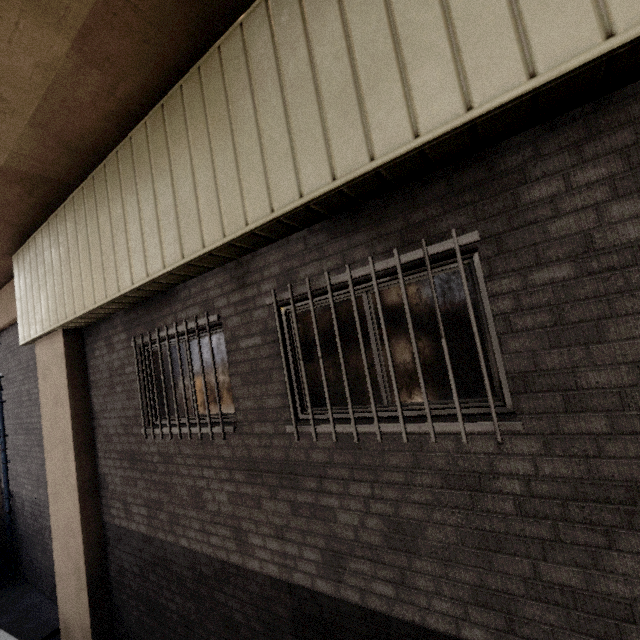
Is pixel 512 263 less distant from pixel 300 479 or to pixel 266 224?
pixel 266 224

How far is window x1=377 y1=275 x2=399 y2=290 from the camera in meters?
2.5 m

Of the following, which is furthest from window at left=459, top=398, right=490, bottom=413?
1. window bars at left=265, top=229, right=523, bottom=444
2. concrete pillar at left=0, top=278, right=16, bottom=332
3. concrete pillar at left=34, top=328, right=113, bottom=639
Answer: concrete pillar at left=0, top=278, right=16, bottom=332

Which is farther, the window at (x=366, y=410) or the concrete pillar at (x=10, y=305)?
the concrete pillar at (x=10, y=305)

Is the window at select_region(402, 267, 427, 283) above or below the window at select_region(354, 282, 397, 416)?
above

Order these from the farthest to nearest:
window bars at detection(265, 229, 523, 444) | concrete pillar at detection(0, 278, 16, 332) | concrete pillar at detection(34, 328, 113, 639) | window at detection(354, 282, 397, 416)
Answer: concrete pillar at detection(0, 278, 16, 332) < concrete pillar at detection(34, 328, 113, 639) < window at detection(354, 282, 397, 416) < window bars at detection(265, 229, 523, 444)

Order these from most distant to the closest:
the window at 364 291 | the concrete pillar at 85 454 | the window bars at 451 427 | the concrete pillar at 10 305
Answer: the concrete pillar at 10 305
the concrete pillar at 85 454
the window at 364 291
the window bars at 451 427

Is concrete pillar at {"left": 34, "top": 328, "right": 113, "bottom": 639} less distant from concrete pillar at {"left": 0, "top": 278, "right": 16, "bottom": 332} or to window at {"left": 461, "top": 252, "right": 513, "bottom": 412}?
concrete pillar at {"left": 0, "top": 278, "right": 16, "bottom": 332}
